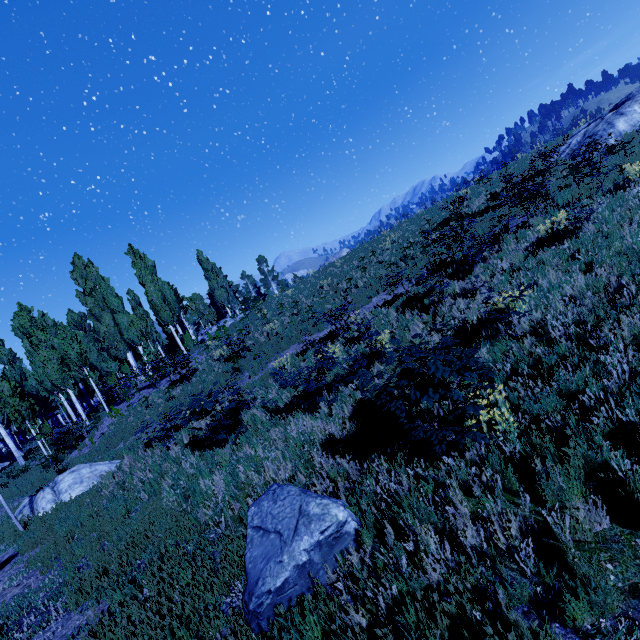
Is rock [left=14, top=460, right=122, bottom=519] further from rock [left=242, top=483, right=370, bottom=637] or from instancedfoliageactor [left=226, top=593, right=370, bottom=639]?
rock [left=242, top=483, right=370, bottom=637]

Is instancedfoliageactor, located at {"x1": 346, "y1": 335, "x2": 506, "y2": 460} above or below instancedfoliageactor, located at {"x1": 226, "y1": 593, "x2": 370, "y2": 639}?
above

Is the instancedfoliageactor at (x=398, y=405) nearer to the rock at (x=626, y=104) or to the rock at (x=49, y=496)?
the rock at (x=49, y=496)

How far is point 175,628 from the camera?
3.72m

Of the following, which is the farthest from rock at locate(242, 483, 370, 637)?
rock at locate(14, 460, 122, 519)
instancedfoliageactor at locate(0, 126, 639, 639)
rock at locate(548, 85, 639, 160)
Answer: rock at locate(548, 85, 639, 160)

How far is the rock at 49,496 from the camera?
10.61m

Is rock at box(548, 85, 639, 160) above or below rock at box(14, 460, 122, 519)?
above
